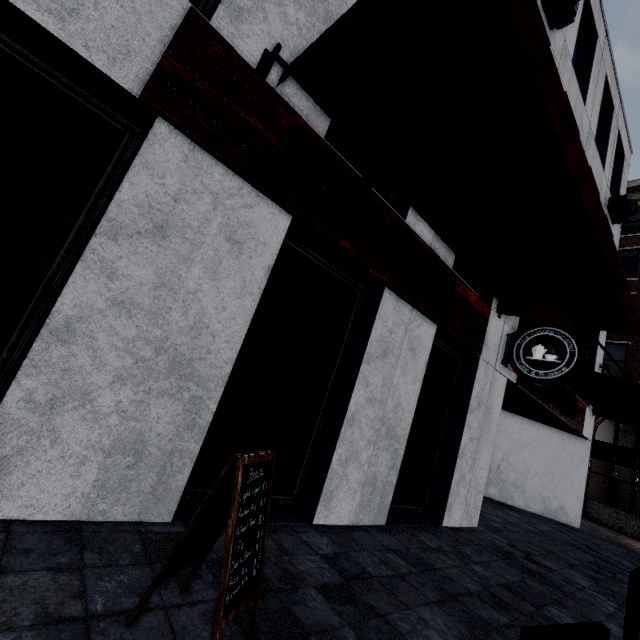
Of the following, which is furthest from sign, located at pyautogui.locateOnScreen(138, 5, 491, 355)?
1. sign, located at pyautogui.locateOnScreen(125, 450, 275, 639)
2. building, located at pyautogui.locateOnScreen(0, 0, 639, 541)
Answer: sign, located at pyautogui.locateOnScreen(125, 450, 275, 639)

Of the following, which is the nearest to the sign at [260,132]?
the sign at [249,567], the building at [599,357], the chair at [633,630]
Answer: the sign at [249,567]

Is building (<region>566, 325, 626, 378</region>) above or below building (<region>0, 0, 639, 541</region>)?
above

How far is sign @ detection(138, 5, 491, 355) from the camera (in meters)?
2.55

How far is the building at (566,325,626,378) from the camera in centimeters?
1163cm

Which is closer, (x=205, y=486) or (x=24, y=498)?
(x=24, y=498)

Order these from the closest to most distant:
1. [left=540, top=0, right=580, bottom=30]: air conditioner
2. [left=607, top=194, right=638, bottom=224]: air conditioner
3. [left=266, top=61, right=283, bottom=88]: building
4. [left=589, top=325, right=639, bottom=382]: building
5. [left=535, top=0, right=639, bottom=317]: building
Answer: [left=266, top=61, right=283, bottom=88]: building
[left=540, top=0, right=580, bottom=30]: air conditioner
[left=535, top=0, right=639, bottom=317]: building
[left=607, top=194, right=638, bottom=224]: air conditioner
[left=589, top=325, right=639, bottom=382]: building

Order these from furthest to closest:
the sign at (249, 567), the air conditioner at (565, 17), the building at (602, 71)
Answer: the building at (602, 71) → the air conditioner at (565, 17) → the sign at (249, 567)
